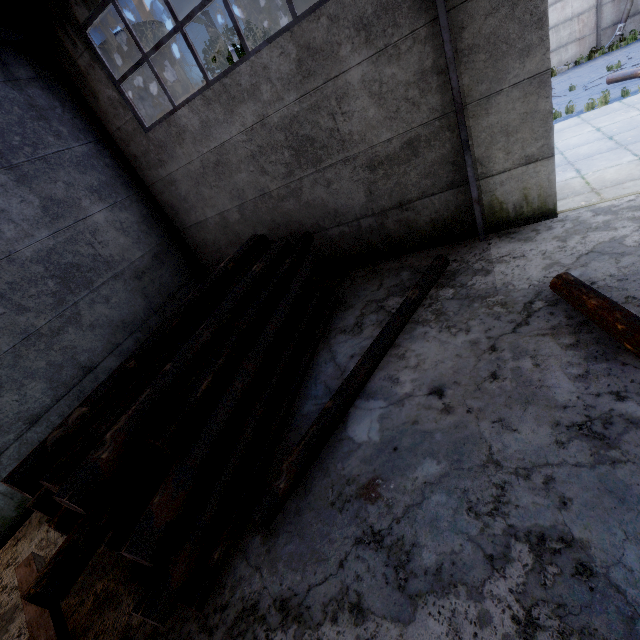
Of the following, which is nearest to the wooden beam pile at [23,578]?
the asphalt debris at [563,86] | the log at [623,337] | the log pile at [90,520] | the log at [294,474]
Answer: the log pile at [90,520]

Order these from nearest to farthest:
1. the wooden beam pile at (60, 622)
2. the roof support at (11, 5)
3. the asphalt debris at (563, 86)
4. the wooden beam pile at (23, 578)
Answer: the wooden beam pile at (60, 622) < the wooden beam pile at (23, 578) < the roof support at (11, 5) < the asphalt debris at (563, 86)

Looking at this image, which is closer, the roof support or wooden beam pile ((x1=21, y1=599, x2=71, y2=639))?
wooden beam pile ((x1=21, y1=599, x2=71, y2=639))

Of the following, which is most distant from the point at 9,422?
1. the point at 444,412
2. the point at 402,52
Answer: the point at 402,52

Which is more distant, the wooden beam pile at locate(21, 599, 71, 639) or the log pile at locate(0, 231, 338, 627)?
the wooden beam pile at locate(21, 599, 71, 639)

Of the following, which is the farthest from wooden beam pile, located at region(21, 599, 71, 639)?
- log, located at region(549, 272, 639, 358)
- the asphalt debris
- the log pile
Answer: the asphalt debris

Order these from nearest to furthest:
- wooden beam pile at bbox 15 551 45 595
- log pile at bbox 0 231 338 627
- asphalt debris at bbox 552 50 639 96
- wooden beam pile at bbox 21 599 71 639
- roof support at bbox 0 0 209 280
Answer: log pile at bbox 0 231 338 627, wooden beam pile at bbox 21 599 71 639, wooden beam pile at bbox 15 551 45 595, roof support at bbox 0 0 209 280, asphalt debris at bbox 552 50 639 96

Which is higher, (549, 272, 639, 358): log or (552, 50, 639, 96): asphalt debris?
(549, 272, 639, 358): log
